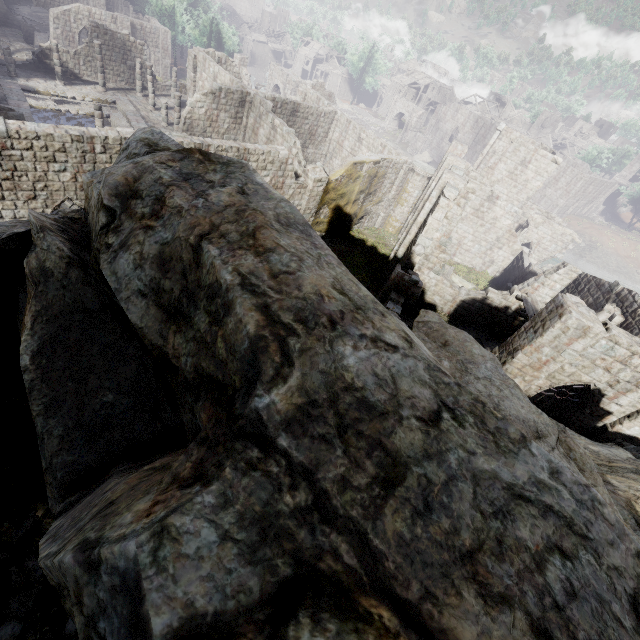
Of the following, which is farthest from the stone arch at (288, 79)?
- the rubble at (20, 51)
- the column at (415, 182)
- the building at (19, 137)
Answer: the column at (415, 182)

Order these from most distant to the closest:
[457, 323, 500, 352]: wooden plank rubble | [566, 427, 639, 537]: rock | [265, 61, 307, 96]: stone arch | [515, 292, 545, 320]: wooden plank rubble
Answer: [265, 61, 307, 96]: stone arch → [457, 323, 500, 352]: wooden plank rubble → [515, 292, 545, 320]: wooden plank rubble → [566, 427, 639, 537]: rock

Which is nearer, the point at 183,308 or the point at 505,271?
the point at 183,308

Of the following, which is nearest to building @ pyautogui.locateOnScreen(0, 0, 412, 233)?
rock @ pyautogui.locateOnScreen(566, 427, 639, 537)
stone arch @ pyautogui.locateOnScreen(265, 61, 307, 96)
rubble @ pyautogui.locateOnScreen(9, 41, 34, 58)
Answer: rubble @ pyautogui.locateOnScreen(9, 41, 34, 58)

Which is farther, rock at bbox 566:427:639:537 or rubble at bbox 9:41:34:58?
rubble at bbox 9:41:34:58

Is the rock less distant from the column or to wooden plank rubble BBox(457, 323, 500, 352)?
wooden plank rubble BBox(457, 323, 500, 352)

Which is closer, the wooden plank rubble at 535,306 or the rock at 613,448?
the rock at 613,448

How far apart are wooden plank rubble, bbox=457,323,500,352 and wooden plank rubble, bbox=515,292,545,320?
4.99m
